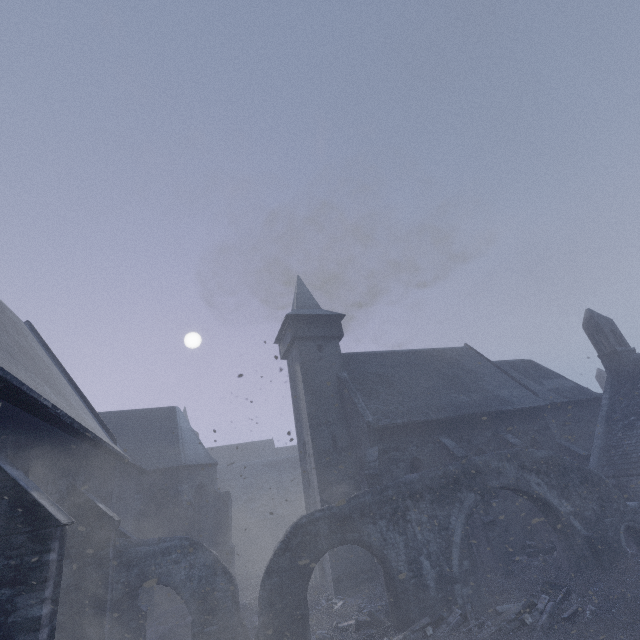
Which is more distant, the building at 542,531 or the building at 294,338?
the building at 542,531

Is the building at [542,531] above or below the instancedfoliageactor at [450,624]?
above

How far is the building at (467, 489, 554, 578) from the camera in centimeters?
1460cm

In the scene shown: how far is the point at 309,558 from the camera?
10.52m

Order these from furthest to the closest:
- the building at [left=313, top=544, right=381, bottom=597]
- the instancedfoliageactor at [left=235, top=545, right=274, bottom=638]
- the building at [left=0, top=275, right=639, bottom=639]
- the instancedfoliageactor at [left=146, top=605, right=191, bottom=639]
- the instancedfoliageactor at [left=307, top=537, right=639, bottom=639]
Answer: the building at [left=313, top=544, right=381, bottom=597]
the instancedfoliageactor at [left=235, top=545, right=274, bottom=638]
the instancedfoliageactor at [left=146, top=605, right=191, bottom=639]
the instancedfoliageactor at [left=307, top=537, right=639, bottom=639]
the building at [left=0, top=275, right=639, bottom=639]

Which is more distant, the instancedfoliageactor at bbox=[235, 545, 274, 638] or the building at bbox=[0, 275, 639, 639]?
the instancedfoliageactor at bbox=[235, 545, 274, 638]

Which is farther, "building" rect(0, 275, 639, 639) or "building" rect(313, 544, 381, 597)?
"building" rect(313, 544, 381, 597)
